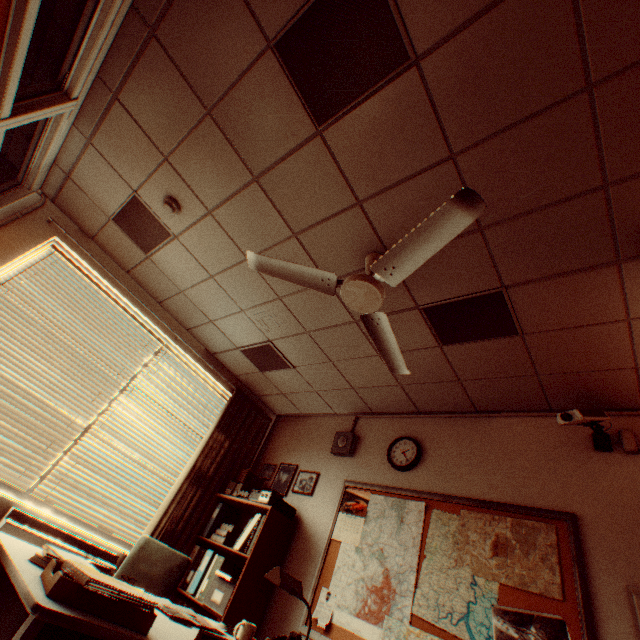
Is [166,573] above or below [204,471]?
below

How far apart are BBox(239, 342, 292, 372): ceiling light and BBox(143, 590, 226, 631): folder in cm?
257

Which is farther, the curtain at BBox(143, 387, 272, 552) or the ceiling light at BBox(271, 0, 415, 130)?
the curtain at BBox(143, 387, 272, 552)

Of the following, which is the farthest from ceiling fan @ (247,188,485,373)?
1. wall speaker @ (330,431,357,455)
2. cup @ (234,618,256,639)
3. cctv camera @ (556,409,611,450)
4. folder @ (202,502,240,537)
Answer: folder @ (202,502,240,537)

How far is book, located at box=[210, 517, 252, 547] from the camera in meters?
3.7 m

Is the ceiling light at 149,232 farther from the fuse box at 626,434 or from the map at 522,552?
the fuse box at 626,434

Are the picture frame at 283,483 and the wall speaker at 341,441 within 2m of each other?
yes

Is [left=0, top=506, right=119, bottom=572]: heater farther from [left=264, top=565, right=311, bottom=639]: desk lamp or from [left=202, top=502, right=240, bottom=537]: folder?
[left=264, top=565, right=311, bottom=639]: desk lamp
